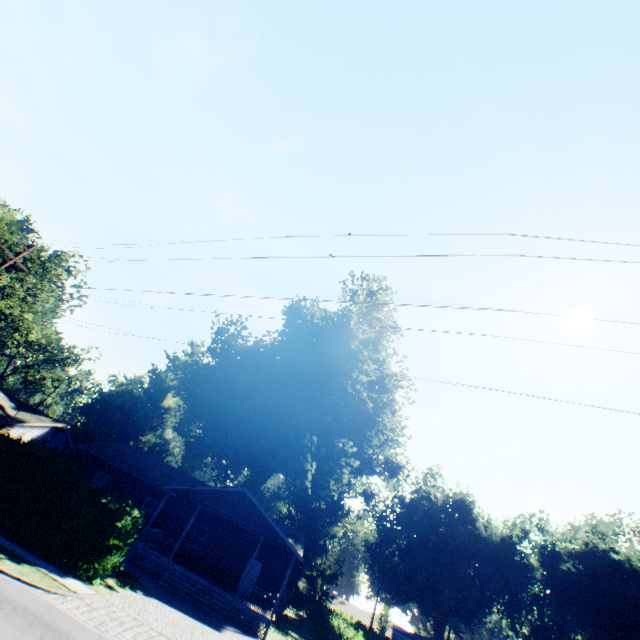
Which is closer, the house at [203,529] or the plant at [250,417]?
the house at [203,529]

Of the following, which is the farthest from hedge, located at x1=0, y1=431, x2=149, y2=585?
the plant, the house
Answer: the plant

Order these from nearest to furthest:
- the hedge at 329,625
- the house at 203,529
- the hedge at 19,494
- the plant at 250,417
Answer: the hedge at 19,494, the house at 203,529, the hedge at 329,625, the plant at 250,417

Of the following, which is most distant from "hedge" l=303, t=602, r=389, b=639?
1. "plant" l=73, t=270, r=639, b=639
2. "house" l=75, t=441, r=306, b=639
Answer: "plant" l=73, t=270, r=639, b=639

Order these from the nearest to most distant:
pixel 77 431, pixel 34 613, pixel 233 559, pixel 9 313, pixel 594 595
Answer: pixel 34 613
pixel 233 559
pixel 594 595
pixel 77 431
pixel 9 313

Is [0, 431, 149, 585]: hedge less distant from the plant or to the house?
the house

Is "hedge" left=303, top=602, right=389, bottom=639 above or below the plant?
below
